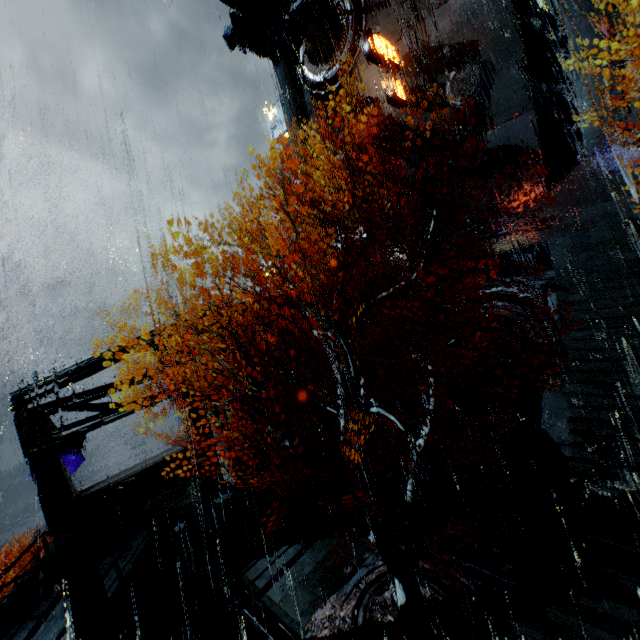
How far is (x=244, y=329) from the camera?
16.7m

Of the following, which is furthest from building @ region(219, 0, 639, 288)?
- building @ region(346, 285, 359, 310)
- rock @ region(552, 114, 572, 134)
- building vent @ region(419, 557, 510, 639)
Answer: rock @ region(552, 114, 572, 134)

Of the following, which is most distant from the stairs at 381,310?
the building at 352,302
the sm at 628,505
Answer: the sm at 628,505

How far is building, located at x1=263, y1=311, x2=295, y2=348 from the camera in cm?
1772

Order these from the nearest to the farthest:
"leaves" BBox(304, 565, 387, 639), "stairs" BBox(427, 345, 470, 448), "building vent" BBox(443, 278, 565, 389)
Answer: "leaves" BBox(304, 565, 387, 639), "building vent" BBox(443, 278, 565, 389), "stairs" BBox(427, 345, 470, 448)

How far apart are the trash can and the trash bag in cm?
1

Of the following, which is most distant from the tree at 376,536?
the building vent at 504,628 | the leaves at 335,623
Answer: the building vent at 504,628

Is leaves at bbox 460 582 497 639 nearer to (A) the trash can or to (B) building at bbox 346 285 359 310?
(A) the trash can
